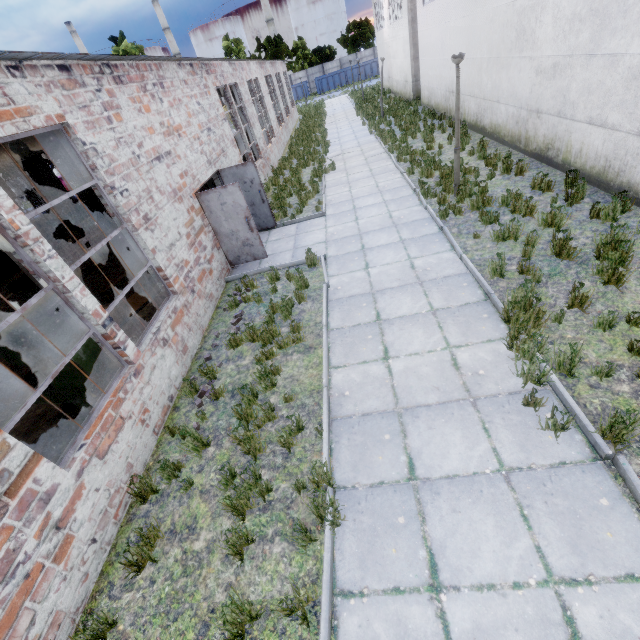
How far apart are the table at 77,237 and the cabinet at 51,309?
8.8m

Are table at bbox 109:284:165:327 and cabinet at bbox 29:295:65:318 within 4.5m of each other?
yes

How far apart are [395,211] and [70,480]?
9.5m

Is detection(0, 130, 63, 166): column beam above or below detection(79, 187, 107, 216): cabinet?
above

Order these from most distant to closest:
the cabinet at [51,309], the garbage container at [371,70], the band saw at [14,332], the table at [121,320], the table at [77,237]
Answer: the garbage container at [371,70], the table at [77,237], the cabinet at [51,309], the table at [121,320], the band saw at [14,332]

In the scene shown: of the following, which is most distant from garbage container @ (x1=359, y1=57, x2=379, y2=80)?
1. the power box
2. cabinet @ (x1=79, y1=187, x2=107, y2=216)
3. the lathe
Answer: the power box

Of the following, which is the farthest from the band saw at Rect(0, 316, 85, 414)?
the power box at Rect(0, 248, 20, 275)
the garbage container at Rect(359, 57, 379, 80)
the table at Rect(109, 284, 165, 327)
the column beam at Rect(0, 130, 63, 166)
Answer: the garbage container at Rect(359, 57, 379, 80)

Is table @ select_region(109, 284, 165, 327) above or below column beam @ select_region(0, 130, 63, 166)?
below
